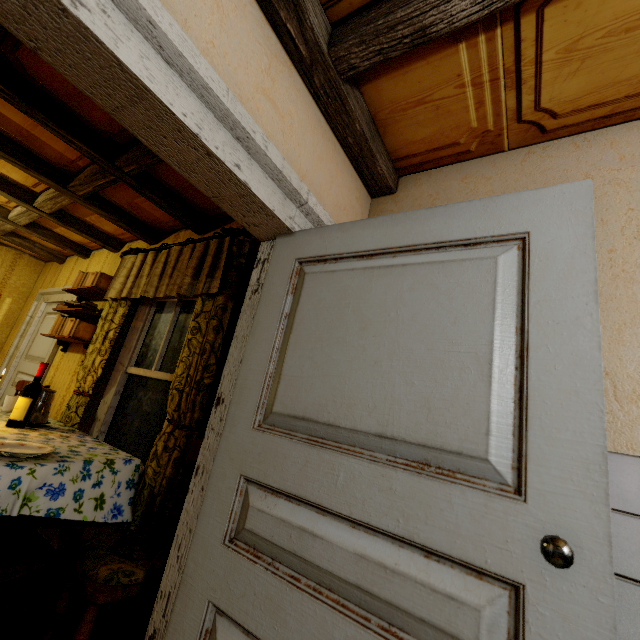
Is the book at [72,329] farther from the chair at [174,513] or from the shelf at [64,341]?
the chair at [174,513]

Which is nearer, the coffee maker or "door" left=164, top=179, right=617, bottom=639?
"door" left=164, top=179, right=617, bottom=639

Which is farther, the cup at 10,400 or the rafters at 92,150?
the cup at 10,400

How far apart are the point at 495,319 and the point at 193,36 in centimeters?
124cm

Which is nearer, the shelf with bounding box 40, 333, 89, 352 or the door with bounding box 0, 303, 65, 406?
the shelf with bounding box 40, 333, 89, 352

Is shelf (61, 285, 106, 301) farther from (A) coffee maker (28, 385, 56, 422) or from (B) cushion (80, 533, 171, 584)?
(B) cushion (80, 533, 171, 584)

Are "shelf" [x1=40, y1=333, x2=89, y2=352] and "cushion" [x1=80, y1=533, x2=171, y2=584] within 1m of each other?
no

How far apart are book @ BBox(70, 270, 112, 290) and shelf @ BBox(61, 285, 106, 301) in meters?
0.1
